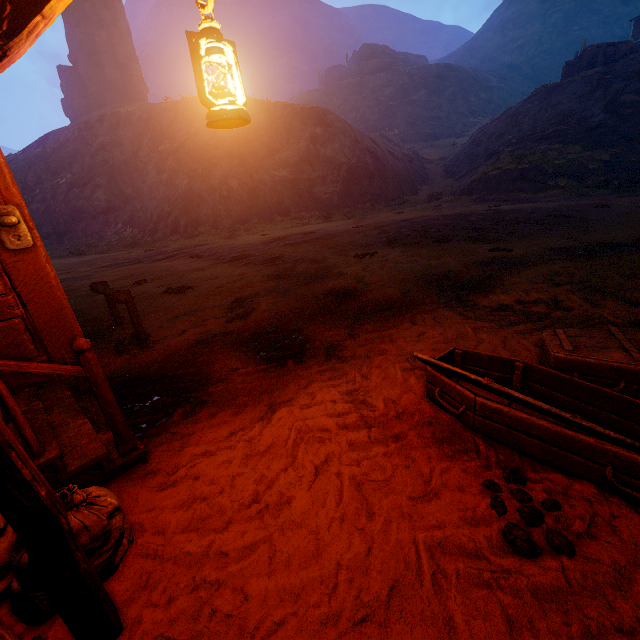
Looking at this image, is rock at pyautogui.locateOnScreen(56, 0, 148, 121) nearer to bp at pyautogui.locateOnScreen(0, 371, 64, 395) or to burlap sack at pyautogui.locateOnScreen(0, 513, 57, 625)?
bp at pyautogui.locateOnScreen(0, 371, 64, 395)

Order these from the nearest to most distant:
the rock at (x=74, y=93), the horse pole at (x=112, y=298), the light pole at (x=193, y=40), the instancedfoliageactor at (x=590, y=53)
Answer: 1. the light pole at (x=193, y=40)
2. the horse pole at (x=112, y=298)
3. the instancedfoliageactor at (x=590, y=53)
4. the rock at (x=74, y=93)

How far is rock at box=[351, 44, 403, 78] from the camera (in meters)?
57.47

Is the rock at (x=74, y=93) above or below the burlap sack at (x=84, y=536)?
above

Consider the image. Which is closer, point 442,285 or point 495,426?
point 495,426

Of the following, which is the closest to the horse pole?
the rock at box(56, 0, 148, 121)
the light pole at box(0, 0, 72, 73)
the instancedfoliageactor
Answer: the light pole at box(0, 0, 72, 73)

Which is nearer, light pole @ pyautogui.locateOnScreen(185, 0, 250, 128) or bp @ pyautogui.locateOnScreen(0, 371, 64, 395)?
light pole @ pyautogui.locateOnScreen(185, 0, 250, 128)

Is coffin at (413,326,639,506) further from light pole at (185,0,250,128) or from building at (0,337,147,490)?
building at (0,337,147,490)
